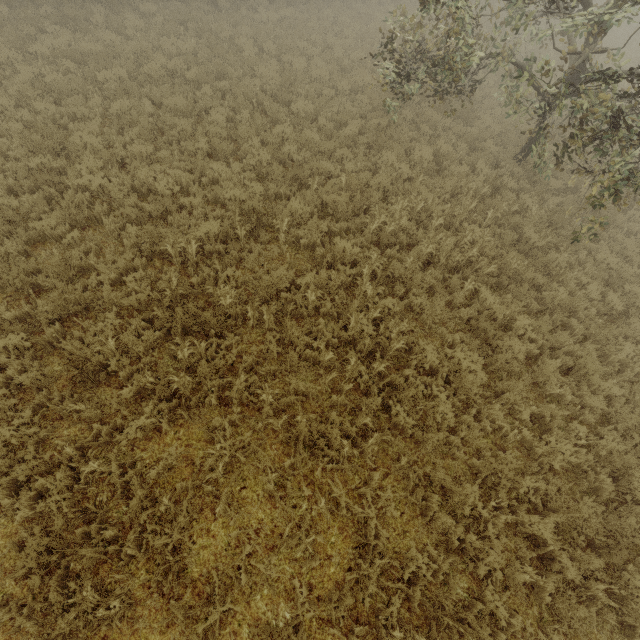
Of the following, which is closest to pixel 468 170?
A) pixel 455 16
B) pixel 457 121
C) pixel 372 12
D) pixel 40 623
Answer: pixel 457 121
